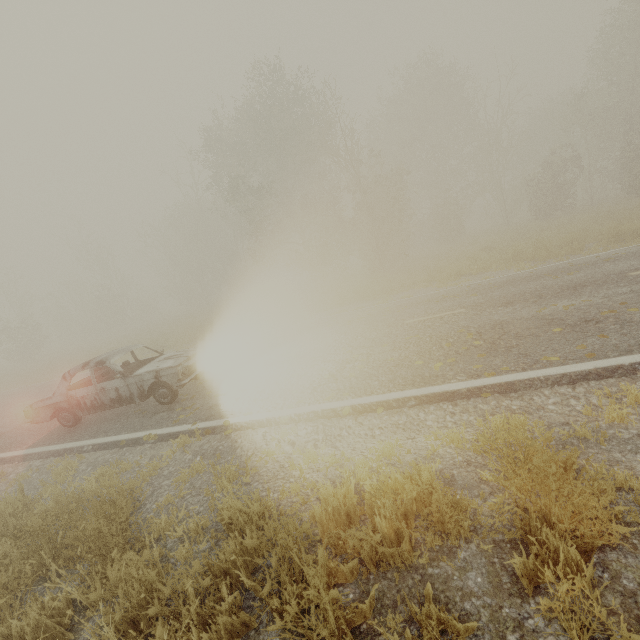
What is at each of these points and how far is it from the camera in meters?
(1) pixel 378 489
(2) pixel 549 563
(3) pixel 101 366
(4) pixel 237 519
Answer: (1) tree, 3.0
(2) tree, 2.3
(3) car, 7.4
(4) tree, 3.6

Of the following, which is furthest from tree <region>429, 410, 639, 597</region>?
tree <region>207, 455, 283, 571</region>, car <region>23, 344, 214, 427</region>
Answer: car <region>23, 344, 214, 427</region>

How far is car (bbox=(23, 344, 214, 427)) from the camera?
7.3m

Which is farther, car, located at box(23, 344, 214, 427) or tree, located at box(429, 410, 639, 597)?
car, located at box(23, 344, 214, 427)

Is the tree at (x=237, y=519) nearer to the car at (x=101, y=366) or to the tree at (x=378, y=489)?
the car at (x=101, y=366)

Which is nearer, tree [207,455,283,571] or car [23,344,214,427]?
tree [207,455,283,571]
